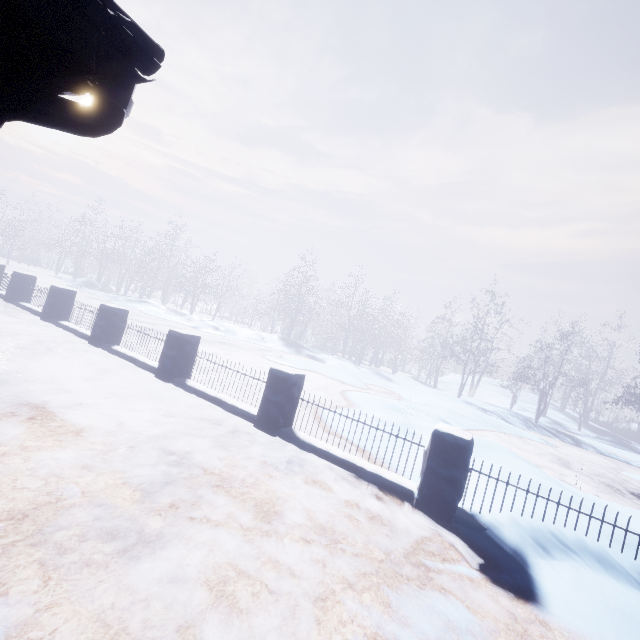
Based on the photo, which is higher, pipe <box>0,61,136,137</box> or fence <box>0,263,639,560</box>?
pipe <box>0,61,136,137</box>

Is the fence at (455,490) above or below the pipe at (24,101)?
below

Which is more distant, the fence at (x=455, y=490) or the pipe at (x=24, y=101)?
the fence at (x=455, y=490)

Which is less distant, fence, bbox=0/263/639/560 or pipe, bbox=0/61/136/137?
pipe, bbox=0/61/136/137

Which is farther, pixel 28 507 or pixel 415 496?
pixel 415 496
